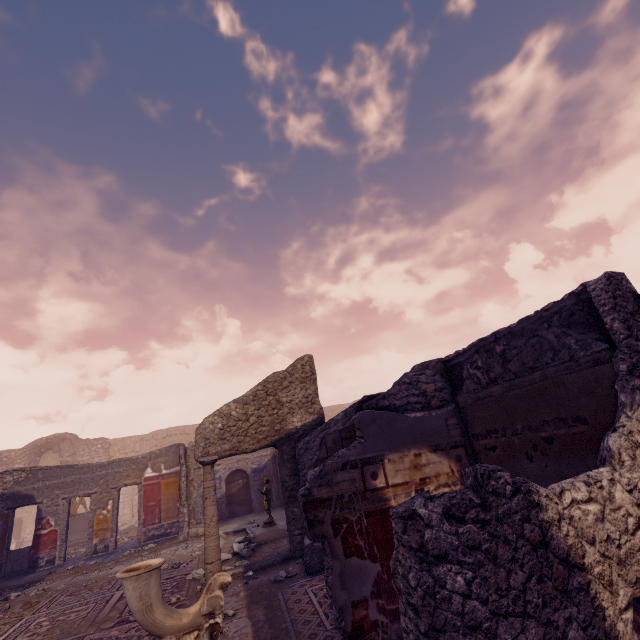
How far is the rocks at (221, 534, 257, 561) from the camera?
7.1m

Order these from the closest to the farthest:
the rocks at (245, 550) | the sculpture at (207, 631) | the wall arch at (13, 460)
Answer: the sculpture at (207, 631), the rocks at (245, 550), the wall arch at (13, 460)

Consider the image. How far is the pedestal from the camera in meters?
13.6

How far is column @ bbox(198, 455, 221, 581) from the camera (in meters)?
5.98

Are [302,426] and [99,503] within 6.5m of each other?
no

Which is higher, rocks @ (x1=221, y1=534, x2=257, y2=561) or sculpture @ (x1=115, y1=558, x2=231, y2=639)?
sculpture @ (x1=115, y1=558, x2=231, y2=639)

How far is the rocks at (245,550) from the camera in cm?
707

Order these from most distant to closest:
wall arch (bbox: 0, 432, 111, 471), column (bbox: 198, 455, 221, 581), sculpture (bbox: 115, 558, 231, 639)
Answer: wall arch (bbox: 0, 432, 111, 471) < column (bbox: 198, 455, 221, 581) < sculpture (bbox: 115, 558, 231, 639)
